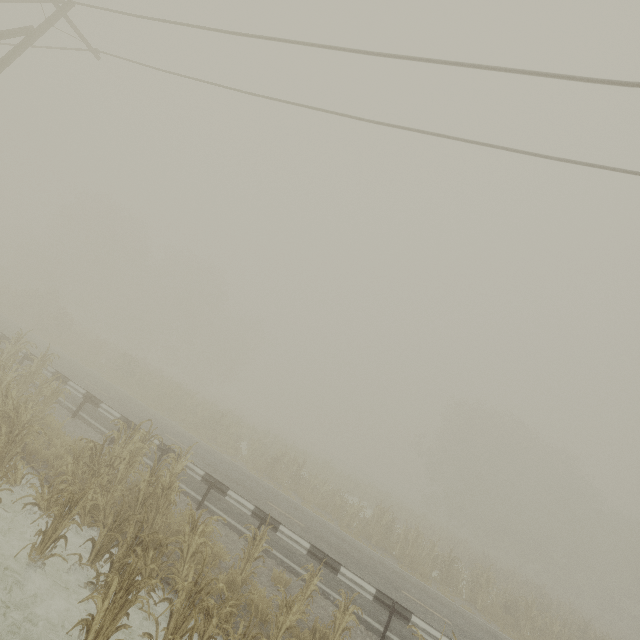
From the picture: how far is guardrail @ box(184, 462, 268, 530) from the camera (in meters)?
9.68

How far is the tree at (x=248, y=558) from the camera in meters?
6.9

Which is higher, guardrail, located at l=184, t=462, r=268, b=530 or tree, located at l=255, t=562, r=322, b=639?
guardrail, located at l=184, t=462, r=268, b=530

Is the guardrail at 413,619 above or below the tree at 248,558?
above

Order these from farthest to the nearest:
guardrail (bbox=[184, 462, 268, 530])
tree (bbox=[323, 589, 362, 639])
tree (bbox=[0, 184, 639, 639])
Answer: guardrail (bbox=[184, 462, 268, 530]) < tree (bbox=[323, 589, 362, 639]) < tree (bbox=[0, 184, 639, 639])

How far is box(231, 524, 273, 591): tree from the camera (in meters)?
6.93

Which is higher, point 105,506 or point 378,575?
point 105,506

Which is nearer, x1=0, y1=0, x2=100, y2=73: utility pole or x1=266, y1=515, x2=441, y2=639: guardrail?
x1=266, y1=515, x2=441, y2=639: guardrail
